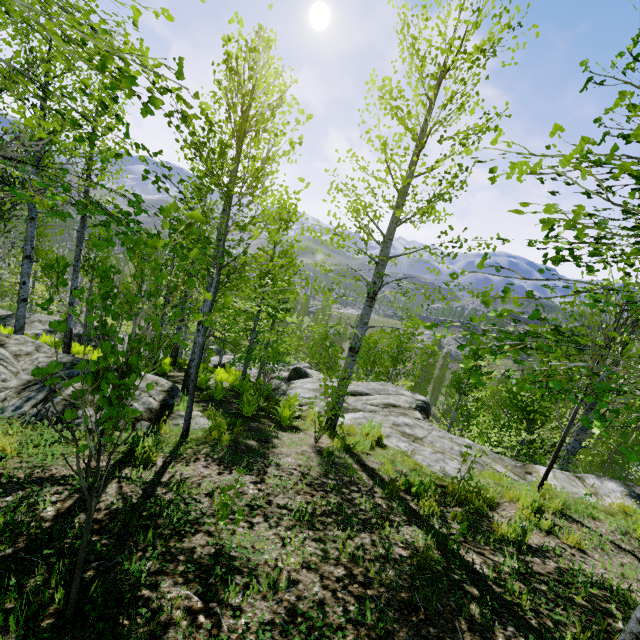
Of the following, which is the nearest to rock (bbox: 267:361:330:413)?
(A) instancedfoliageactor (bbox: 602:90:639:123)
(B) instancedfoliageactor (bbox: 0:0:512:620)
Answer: (B) instancedfoliageactor (bbox: 0:0:512:620)

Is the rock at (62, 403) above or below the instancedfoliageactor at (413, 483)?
below

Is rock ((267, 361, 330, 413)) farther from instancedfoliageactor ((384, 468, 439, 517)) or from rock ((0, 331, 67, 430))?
rock ((0, 331, 67, 430))

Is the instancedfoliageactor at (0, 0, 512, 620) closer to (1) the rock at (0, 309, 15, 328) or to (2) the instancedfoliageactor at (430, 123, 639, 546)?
(1) the rock at (0, 309, 15, 328)

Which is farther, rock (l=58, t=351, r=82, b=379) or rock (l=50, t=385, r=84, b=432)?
rock (l=58, t=351, r=82, b=379)

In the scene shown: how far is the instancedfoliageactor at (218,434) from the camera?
6.1m

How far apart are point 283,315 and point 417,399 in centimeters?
1325cm
